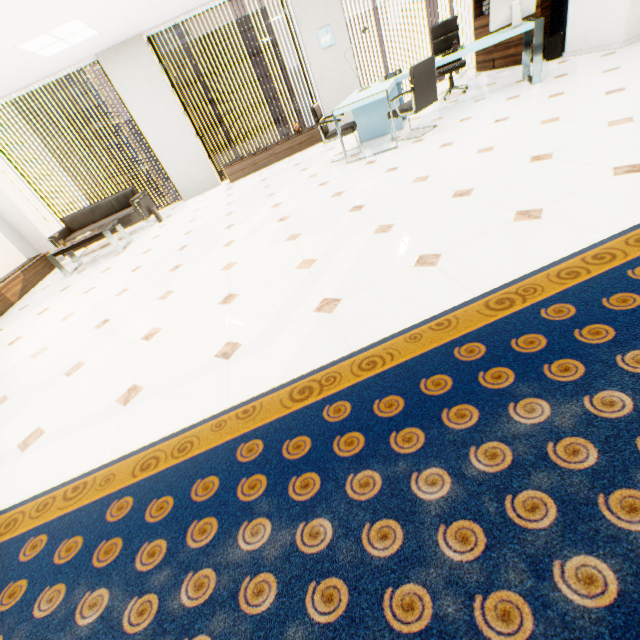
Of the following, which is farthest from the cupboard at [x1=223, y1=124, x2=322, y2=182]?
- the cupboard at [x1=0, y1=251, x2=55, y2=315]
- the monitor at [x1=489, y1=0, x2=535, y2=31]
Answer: the cupboard at [x1=0, y1=251, x2=55, y2=315]

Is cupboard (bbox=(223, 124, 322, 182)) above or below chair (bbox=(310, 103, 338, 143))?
below

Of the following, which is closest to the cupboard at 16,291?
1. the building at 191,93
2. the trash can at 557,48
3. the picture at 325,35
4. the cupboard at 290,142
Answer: the cupboard at 290,142

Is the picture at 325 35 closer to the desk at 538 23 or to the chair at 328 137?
the desk at 538 23

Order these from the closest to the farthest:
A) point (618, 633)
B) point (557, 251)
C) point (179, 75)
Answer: point (618, 633) → point (557, 251) → point (179, 75)

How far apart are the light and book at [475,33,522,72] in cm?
703

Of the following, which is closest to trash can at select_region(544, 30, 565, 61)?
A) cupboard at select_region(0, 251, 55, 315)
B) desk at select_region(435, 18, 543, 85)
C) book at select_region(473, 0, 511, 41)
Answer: book at select_region(473, 0, 511, 41)

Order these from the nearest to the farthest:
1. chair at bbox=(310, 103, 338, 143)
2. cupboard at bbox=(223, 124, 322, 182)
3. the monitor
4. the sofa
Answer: the monitor, chair at bbox=(310, 103, 338, 143), the sofa, cupboard at bbox=(223, 124, 322, 182)
